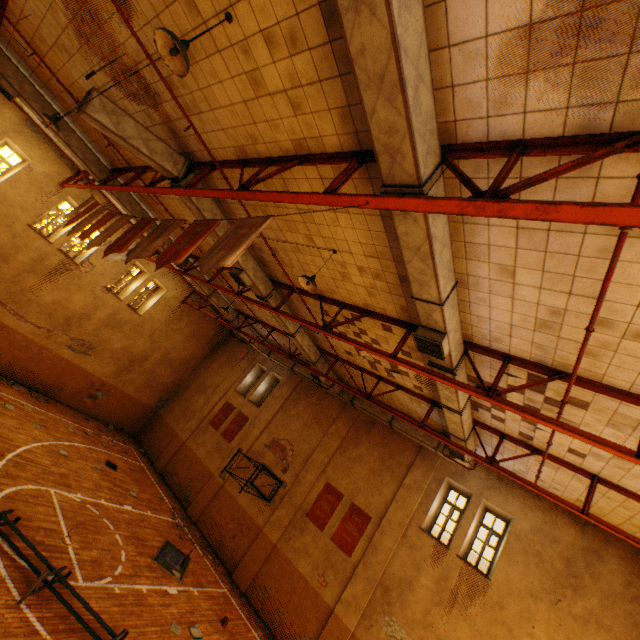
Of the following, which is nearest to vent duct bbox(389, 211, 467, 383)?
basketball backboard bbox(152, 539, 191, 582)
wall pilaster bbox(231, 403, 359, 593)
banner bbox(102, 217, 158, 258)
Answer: wall pilaster bbox(231, 403, 359, 593)

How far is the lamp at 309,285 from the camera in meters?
6.3

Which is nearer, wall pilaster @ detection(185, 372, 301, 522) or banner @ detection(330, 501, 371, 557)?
banner @ detection(330, 501, 371, 557)

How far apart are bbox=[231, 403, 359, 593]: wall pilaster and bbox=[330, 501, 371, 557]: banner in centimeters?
172cm

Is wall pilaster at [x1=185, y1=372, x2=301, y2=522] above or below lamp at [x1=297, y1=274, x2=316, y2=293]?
below

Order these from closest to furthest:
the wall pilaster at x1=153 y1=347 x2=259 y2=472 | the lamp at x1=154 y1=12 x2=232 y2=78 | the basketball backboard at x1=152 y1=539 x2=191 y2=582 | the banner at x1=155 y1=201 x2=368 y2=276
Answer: the lamp at x1=154 y1=12 x2=232 y2=78 < the banner at x1=155 y1=201 x2=368 y2=276 < the basketball backboard at x1=152 y1=539 x2=191 y2=582 < the wall pilaster at x1=153 y1=347 x2=259 y2=472

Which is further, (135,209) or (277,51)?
(135,209)

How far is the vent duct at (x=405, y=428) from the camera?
12.0m
